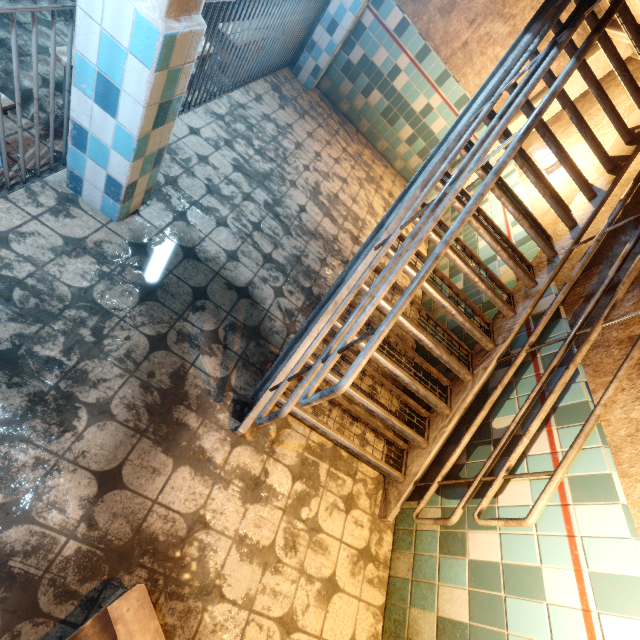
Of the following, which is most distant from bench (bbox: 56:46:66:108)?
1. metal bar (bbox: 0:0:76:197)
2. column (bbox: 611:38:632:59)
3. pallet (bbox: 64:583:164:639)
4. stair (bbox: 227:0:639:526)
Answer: column (bbox: 611:38:632:59)

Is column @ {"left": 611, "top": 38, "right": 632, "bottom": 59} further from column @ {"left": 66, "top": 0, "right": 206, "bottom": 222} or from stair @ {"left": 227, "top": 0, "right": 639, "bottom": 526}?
column @ {"left": 66, "top": 0, "right": 206, "bottom": 222}

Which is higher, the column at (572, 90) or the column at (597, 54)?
the column at (597, 54)

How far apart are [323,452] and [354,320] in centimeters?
126cm

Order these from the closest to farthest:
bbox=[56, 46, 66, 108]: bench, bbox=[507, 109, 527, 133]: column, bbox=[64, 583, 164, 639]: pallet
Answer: bbox=[64, 583, 164, 639]: pallet, bbox=[56, 46, 66, 108]: bench, bbox=[507, 109, 527, 133]: column

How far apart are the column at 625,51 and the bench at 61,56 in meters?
4.2

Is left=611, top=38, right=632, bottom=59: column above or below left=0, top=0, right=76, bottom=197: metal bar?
above

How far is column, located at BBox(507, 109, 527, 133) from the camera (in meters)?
4.58
